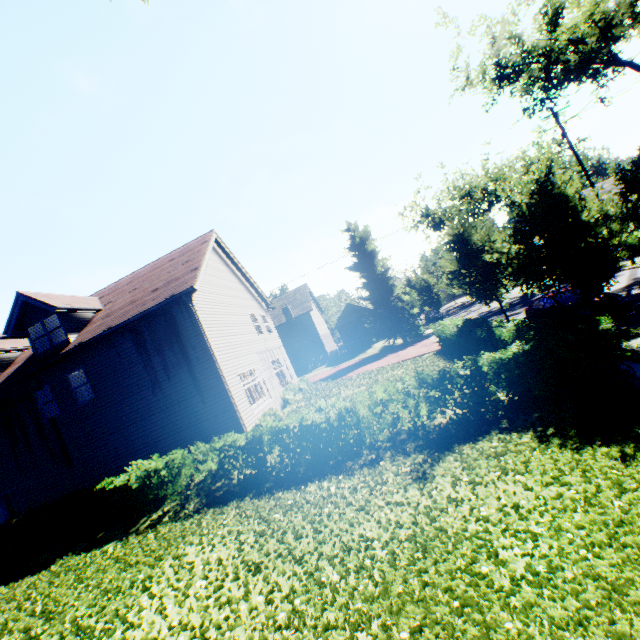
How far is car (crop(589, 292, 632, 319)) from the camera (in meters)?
11.98

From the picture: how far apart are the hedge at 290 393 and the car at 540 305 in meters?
13.1

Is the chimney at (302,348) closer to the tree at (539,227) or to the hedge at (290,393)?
the tree at (539,227)

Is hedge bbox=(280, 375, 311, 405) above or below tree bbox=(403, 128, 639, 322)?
below

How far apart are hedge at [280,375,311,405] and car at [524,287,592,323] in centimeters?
1311cm

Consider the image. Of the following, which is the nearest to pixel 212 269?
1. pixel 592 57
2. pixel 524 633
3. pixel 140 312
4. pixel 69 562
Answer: pixel 140 312

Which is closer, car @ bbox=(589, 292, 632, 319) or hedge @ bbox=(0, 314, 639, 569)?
hedge @ bbox=(0, 314, 639, 569)
